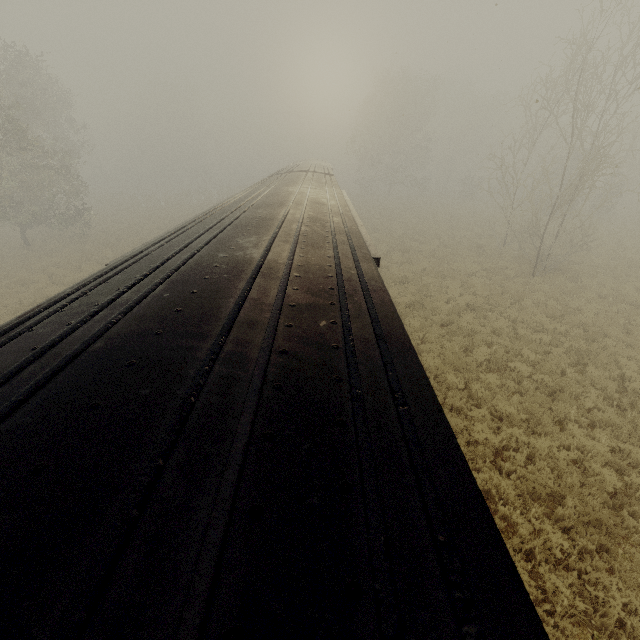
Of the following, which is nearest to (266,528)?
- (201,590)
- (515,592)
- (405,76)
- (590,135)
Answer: (201,590)

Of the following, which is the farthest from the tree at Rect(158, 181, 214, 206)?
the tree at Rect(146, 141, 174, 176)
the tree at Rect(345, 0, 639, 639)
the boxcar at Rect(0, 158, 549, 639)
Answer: the boxcar at Rect(0, 158, 549, 639)

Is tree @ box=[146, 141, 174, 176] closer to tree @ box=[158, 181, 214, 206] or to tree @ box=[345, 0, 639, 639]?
tree @ box=[345, 0, 639, 639]

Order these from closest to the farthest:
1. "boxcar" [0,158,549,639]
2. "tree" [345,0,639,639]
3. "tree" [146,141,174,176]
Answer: "boxcar" [0,158,549,639]
"tree" [345,0,639,639]
"tree" [146,141,174,176]

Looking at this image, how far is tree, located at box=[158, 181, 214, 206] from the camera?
44.0m

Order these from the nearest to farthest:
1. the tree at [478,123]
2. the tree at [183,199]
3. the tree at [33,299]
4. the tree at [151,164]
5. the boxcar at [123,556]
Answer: the boxcar at [123,556] < the tree at [478,123] < the tree at [33,299] < the tree at [183,199] < the tree at [151,164]

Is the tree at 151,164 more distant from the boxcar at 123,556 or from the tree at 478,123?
the boxcar at 123,556
